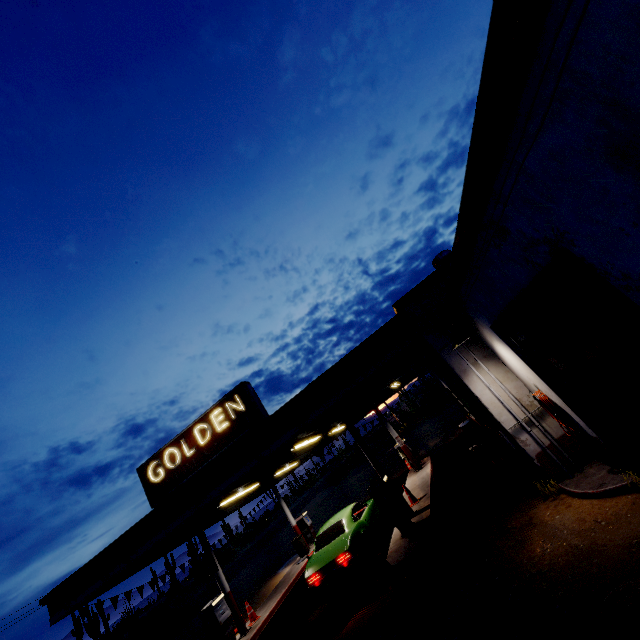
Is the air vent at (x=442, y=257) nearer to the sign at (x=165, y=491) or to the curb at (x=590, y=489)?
the curb at (x=590, y=489)

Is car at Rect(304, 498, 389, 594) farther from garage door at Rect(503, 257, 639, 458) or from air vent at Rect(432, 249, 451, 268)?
air vent at Rect(432, 249, 451, 268)

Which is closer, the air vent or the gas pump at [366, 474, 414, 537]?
the air vent

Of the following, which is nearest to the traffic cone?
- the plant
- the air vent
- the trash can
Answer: the air vent

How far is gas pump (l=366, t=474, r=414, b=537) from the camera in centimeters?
932cm

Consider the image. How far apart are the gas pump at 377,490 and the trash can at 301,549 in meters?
8.4

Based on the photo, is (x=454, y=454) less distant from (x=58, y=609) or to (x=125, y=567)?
(x=125, y=567)

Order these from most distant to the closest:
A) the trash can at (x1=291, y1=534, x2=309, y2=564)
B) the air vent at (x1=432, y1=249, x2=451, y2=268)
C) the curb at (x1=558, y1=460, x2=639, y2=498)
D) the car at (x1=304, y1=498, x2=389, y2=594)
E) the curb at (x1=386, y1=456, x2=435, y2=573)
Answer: the trash can at (x1=291, y1=534, x2=309, y2=564) < the car at (x1=304, y1=498, x2=389, y2=594) < the air vent at (x1=432, y1=249, x2=451, y2=268) < the curb at (x1=386, y1=456, x2=435, y2=573) < the curb at (x1=558, y1=460, x2=639, y2=498)
